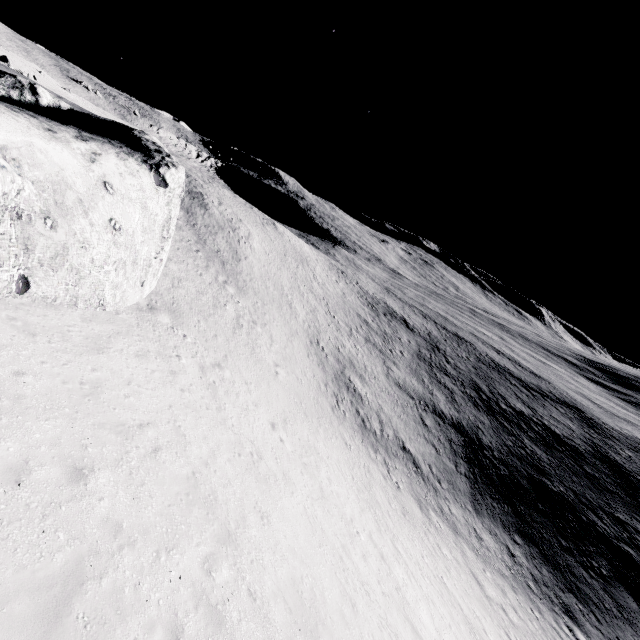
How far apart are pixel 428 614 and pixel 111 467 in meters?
16.5
